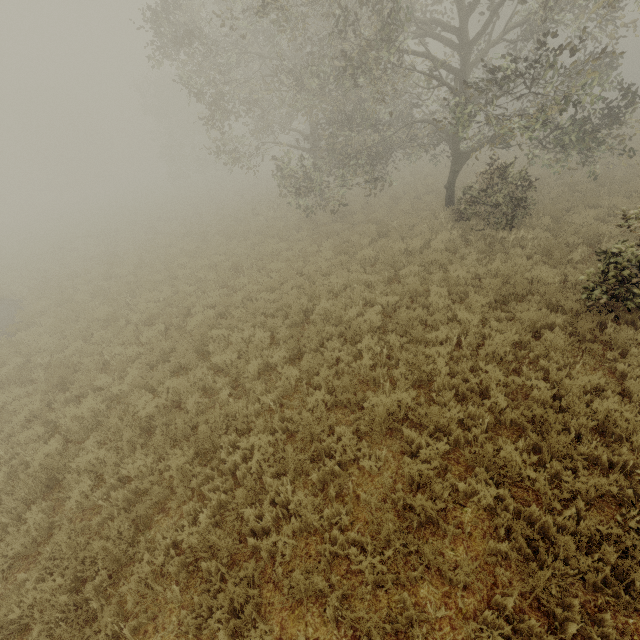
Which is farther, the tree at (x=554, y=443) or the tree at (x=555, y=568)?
the tree at (x=554, y=443)

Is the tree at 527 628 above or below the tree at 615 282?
below

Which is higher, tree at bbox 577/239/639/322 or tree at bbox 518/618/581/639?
tree at bbox 577/239/639/322

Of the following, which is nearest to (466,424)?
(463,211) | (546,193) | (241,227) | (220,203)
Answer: (463,211)

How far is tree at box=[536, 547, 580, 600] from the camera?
3.4 meters
